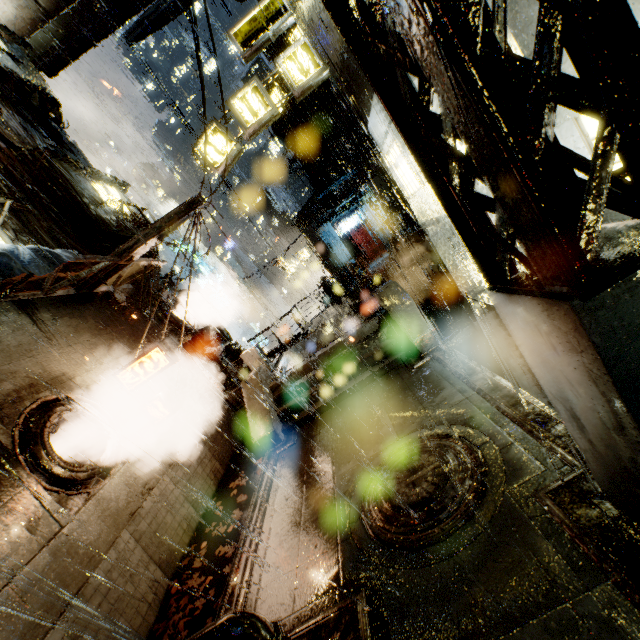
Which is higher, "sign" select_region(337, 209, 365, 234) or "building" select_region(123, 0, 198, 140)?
"building" select_region(123, 0, 198, 140)

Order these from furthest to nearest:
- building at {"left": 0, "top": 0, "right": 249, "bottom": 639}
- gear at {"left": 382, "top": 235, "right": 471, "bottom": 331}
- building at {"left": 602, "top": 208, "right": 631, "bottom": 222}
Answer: gear at {"left": 382, "top": 235, "right": 471, "bottom": 331}, building at {"left": 0, "top": 0, "right": 249, "bottom": 639}, building at {"left": 602, "top": 208, "right": 631, "bottom": 222}

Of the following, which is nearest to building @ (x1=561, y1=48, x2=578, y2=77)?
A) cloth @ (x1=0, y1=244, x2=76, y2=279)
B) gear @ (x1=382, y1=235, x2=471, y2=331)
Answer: cloth @ (x1=0, y1=244, x2=76, y2=279)

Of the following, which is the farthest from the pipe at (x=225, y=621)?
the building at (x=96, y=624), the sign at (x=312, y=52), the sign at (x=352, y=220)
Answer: the sign at (x=352, y=220)

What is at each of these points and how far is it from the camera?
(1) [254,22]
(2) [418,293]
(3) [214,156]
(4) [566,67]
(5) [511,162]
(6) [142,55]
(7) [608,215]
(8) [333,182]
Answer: (1) sign, 10.8m
(2) gear, 17.4m
(3) sign, 11.8m
(4) building, 3.3m
(5) support beam, 2.0m
(6) building, 27.0m
(7) building, 3.9m
(8) building, 30.2m

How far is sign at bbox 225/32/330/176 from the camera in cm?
1083

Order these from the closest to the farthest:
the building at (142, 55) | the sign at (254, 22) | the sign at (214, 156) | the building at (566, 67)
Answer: the building at (566, 67) → the sign at (254, 22) → the sign at (214, 156) → the building at (142, 55)

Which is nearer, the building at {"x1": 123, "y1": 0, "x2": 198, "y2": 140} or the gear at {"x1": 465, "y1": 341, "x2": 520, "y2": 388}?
the gear at {"x1": 465, "y1": 341, "x2": 520, "y2": 388}
